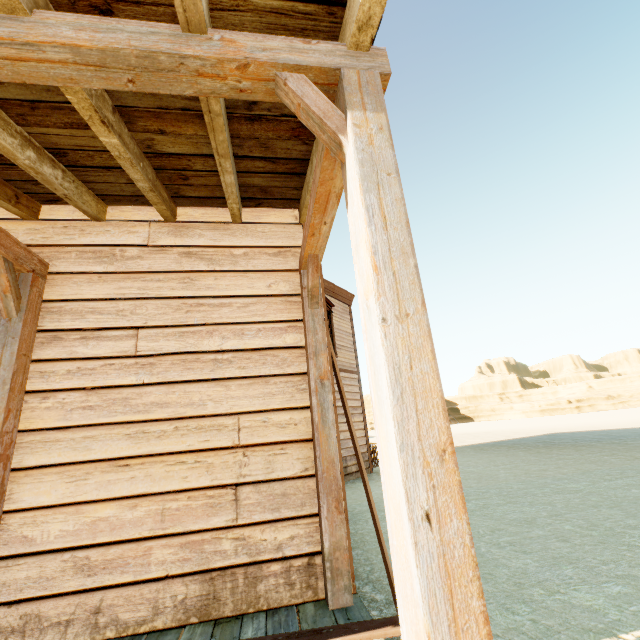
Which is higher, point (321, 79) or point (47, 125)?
point (47, 125)
